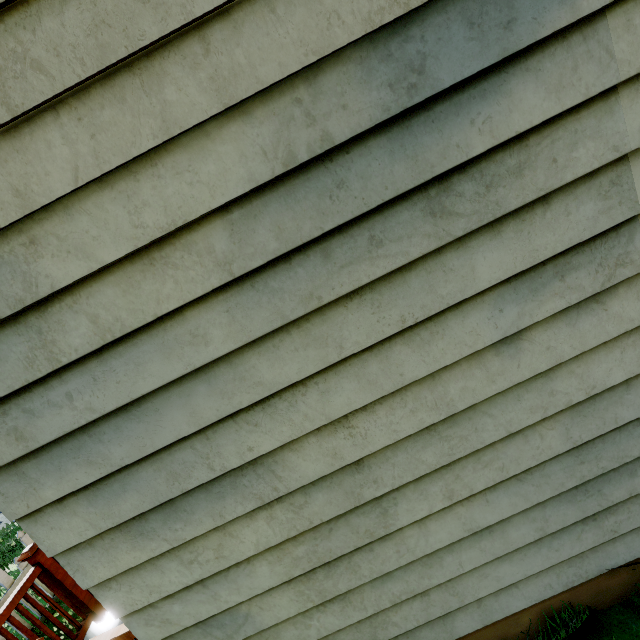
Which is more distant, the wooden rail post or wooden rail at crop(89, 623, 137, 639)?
the wooden rail post

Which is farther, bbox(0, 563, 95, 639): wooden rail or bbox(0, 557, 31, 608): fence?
bbox(0, 557, 31, 608): fence

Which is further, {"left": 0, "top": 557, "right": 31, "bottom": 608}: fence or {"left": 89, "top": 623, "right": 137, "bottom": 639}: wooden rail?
{"left": 0, "top": 557, "right": 31, "bottom": 608}: fence

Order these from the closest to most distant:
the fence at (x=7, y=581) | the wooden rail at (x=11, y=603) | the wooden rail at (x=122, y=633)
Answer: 1. the wooden rail at (x=122, y=633)
2. the wooden rail at (x=11, y=603)
3. the fence at (x=7, y=581)

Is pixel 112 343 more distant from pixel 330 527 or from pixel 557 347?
pixel 557 347

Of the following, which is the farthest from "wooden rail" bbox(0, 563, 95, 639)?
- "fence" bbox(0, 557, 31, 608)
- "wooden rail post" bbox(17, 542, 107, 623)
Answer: "fence" bbox(0, 557, 31, 608)

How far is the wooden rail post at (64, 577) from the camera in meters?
2.9 m

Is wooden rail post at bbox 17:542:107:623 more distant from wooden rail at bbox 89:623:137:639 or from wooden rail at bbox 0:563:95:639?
wooden rail at bbox 89:623:137:639
